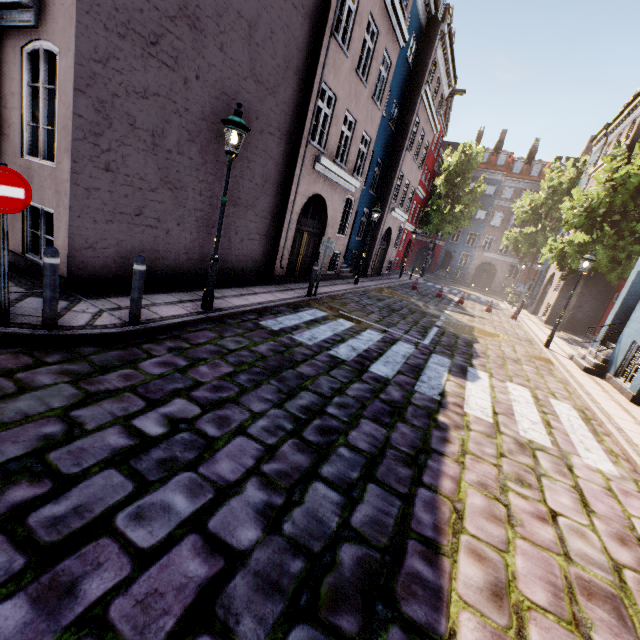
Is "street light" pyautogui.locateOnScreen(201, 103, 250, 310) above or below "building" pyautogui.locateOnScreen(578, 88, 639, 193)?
below

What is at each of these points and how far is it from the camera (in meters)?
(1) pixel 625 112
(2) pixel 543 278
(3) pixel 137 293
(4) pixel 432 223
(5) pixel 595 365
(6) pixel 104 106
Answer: (1) building, 19.62
(2) building, 25.34
(3) bollard, 4.94
(4) tree, 31.52
(5) building, 10.14
(6) building, 5.39

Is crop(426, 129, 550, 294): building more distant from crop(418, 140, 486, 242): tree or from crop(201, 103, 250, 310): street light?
crop(418, 140, 486, 242): tree

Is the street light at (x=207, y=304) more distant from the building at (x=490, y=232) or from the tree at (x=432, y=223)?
the tree at (x=432, y=223)

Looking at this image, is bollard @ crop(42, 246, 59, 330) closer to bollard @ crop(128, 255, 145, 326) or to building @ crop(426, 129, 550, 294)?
bollard @ crop(128, 255, 145, 326)

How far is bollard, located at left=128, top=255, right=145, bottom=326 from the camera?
4.8m

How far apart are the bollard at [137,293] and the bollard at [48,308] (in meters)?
0.89

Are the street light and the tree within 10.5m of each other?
no
